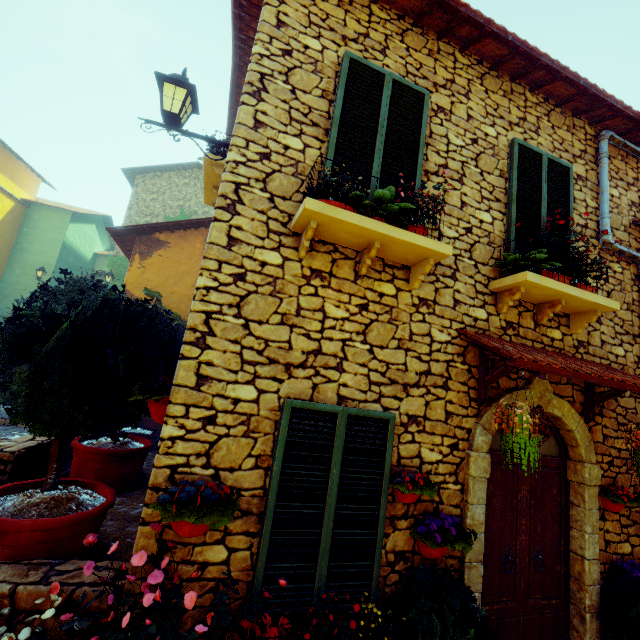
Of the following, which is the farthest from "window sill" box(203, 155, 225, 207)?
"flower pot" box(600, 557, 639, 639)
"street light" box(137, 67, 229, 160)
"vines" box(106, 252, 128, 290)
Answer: "vines" box(106, 252, 128, 290)

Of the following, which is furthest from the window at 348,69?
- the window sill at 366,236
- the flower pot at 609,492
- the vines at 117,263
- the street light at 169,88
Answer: the vines at 117,263

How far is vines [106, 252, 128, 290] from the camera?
14.95m

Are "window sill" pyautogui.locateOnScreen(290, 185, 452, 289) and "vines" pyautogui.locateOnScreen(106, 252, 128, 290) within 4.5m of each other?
no

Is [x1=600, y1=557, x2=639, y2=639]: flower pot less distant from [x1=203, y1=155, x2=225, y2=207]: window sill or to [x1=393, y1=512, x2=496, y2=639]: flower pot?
[x1=393, y1=512, x2=496, y2=639]: flower pot

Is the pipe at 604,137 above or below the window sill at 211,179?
above

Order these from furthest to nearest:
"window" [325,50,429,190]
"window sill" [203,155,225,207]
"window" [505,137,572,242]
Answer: "window sill" [203,155,225,207], "window" [505,137,572,242], "window" [325,50,429,190]

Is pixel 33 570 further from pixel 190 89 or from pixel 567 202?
pixel 567 202
